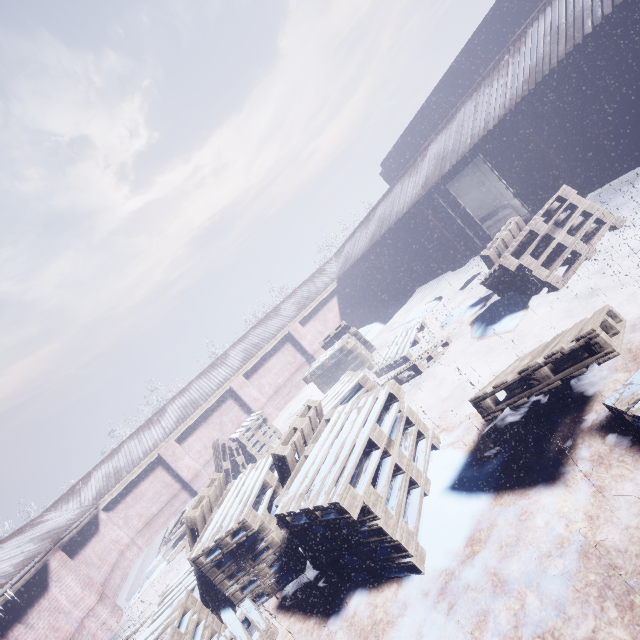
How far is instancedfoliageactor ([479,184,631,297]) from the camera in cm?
449

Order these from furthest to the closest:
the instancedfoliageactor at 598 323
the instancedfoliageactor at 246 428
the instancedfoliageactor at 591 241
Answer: the instancedfoliageactor at 591 241 < the instancedfoliageactor at 246 428 < the instancedfoliageactor at 598 323

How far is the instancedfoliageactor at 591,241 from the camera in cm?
449

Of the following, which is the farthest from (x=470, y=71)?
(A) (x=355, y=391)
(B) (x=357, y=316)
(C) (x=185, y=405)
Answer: (C) (x=185, y=405)

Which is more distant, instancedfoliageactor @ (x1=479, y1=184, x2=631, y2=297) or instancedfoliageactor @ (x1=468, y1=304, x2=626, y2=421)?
instancedfoliageactor @ (x1=479, y1=184, x2=631, y2=297)
